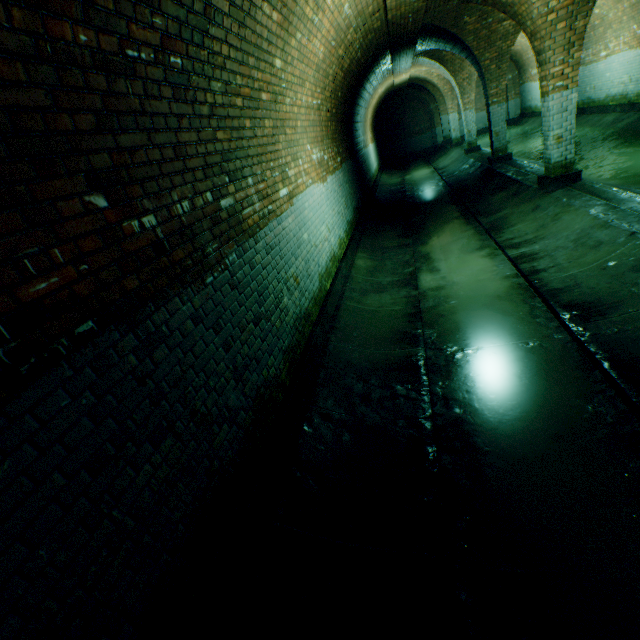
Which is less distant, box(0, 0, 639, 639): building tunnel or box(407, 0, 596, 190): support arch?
box(0, 0, 639, 639): building tunnel

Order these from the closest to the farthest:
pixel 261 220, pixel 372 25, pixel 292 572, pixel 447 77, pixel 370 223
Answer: pixel 292 572 < pixel 261 220 < pixel 372 25 < pixel 370 223 < pixel 447 77

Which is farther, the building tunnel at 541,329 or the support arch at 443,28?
→ the support arch at 443,28
